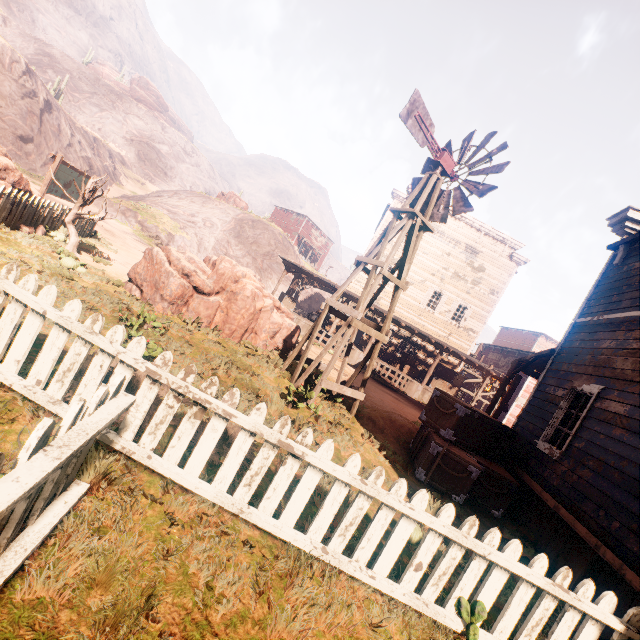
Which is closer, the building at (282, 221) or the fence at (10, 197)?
the fence at (10, 197)

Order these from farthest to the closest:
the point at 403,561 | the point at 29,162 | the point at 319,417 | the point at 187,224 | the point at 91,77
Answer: the point at 91,77, the point at 187,224, the point at 29,162, the point at 319,417, the point at 403,561

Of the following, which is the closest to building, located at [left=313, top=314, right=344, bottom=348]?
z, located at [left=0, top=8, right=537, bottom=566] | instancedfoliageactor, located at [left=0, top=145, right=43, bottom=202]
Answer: z, located at [left=0, top=8, right=537, bottom=566]

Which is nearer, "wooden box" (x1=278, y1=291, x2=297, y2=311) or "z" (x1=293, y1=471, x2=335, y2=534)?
"z" (x1=293, y1=471, x2=335, y2=534)

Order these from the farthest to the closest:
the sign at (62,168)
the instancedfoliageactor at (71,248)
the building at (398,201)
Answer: the building at (398,201)
the sign at (62,168)
the instancedfoliageactor at (71,248)

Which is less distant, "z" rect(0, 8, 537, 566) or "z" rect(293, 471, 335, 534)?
"z" rect(293, 471, 335, 534)

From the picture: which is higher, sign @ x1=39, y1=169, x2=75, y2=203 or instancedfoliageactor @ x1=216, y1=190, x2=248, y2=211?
instancedfoliageactor @ x1=216, y1=190, x2=248, y2=211

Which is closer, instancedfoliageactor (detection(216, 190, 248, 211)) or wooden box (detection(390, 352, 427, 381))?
wooden box (detection(390, 352, 427, 381))
